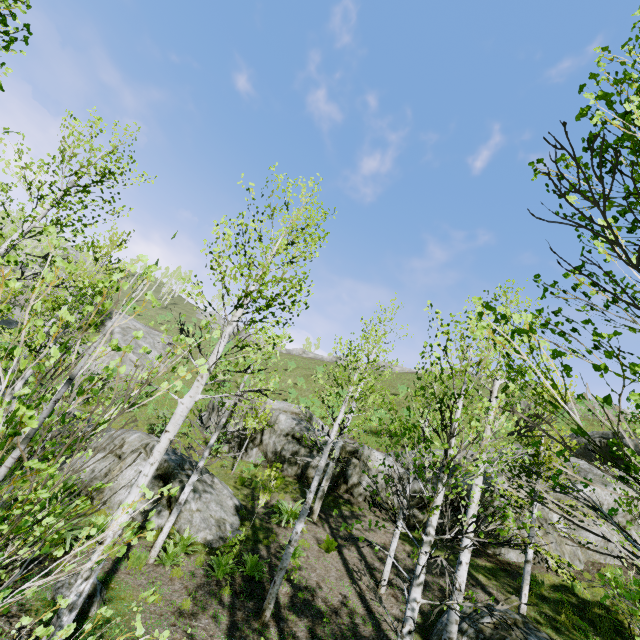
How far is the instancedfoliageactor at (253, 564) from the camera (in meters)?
8.56

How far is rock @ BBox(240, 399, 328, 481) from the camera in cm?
1814

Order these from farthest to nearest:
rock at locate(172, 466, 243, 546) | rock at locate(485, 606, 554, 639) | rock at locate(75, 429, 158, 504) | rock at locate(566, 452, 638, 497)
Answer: rock at locate(566, 452, 638, 497)
rock at locate(75, 429, 158, 504)
rock at locate(172, 466, 243, 546)
rock at locate(485, 606, 554, 639)

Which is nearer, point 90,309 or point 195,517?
point 90,309

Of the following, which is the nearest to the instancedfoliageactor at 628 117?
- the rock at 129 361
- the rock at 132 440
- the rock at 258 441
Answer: the rock at 132 440

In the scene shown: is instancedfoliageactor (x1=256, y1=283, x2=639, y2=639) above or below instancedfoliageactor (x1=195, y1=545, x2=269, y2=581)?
above

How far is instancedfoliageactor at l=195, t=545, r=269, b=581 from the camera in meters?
8.6

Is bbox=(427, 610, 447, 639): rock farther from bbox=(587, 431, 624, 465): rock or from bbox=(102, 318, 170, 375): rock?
bbox=(102, 318, 170, 375): rock
